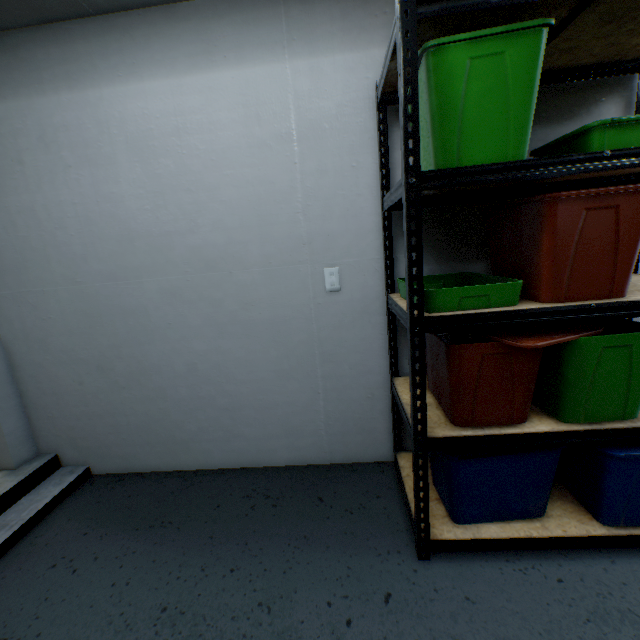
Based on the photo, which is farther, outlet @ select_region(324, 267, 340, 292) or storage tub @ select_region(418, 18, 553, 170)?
outlet @ select_region(324, 267, 340, 292)

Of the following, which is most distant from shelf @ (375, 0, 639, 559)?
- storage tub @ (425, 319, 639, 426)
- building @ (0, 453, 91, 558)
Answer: building @ (0, 453, 91, 558)

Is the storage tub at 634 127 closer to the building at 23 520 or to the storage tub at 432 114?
the storage tub at 432 114

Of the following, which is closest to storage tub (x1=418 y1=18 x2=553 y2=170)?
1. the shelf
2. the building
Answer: the shelf

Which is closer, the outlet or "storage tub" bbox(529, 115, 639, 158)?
"storage tub" bbox(529, 115, 639, 158)

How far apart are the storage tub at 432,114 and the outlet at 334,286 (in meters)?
0.58

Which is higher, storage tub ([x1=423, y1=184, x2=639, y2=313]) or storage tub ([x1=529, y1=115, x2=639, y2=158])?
storage tub ([x1=529, y1=115, x2=639, y2=158])

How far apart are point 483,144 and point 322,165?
0.80m
